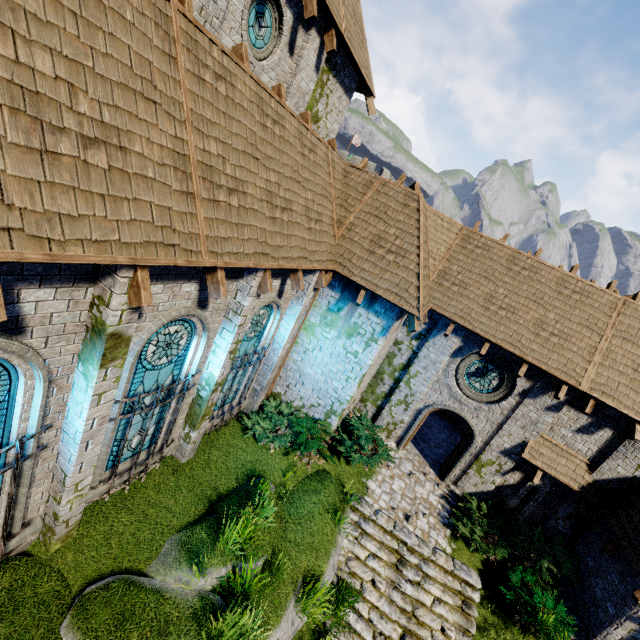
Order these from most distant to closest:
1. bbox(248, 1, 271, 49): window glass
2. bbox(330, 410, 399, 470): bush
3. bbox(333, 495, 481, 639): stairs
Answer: bbox(330, 410, 399, 470): bush → bbox(333, 495, 481, 639): stairs → bbox(248, 1, 271, 49): window glass

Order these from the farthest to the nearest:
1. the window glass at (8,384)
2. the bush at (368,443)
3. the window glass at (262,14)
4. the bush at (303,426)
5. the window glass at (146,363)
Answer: the bush at (368,443) → the bush at (303,426) → the window glass at (262,14) → the window glass at (146,363) → the window glass at (8,384)

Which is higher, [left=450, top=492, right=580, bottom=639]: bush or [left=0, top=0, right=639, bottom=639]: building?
[left=0, top=0, right=639, bottom=639]: building

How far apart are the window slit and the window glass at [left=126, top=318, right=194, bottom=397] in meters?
12.3 m

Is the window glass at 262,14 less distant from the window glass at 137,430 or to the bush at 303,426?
the window glass at 137,430

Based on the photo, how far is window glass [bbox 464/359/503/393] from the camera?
11.81m

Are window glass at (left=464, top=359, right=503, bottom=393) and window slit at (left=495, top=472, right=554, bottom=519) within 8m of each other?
yes

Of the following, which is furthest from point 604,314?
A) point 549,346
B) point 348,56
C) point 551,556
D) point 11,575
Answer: point 11,575
